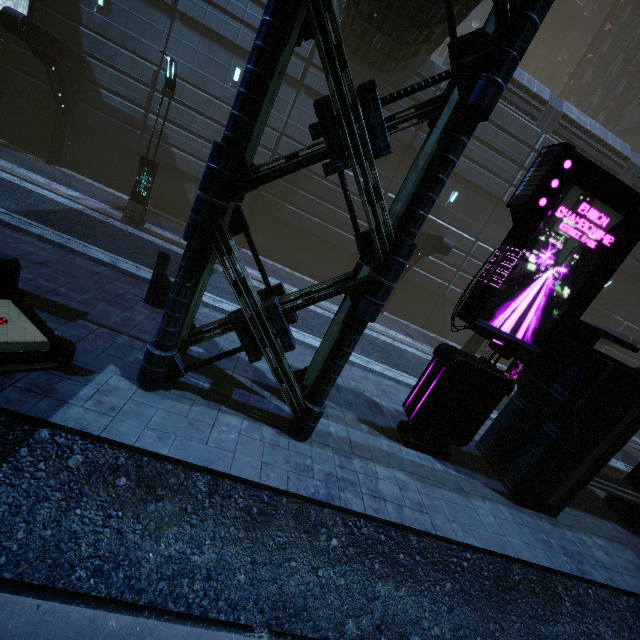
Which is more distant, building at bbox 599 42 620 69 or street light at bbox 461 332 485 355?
building at bbox 599 42 620 69

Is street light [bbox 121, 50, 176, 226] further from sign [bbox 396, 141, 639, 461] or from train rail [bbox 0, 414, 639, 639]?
sign [bbox 396, 141, 639, 461]

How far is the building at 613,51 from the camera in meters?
35.0 m

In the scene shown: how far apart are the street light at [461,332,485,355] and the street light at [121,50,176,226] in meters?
14.9

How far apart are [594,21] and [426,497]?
72.25m

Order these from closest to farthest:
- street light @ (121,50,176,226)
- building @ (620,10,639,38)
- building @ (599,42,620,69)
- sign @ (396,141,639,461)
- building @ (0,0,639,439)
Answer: building @ (0,0,639,439), sign @ (396,141,639,461), street light @ (121,50,176,226), building @ (620,10,639,38), building @ (599,42,620,69)

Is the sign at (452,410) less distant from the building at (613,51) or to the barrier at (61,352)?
the building at (613,51)

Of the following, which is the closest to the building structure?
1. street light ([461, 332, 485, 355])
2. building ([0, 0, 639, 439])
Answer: building ([0, 0, 639, 439])
